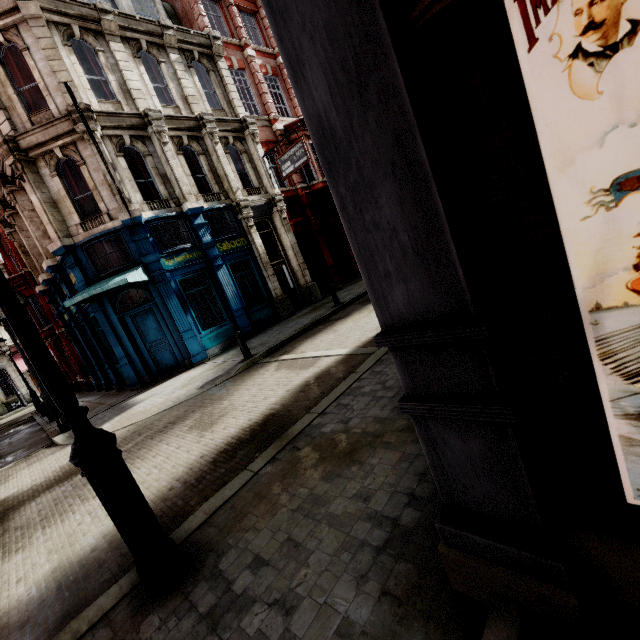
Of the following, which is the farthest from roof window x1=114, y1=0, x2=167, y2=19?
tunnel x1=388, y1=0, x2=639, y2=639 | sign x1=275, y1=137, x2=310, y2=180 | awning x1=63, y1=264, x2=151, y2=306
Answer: tunnel x1=388, y1=0, x2=639, y2=639

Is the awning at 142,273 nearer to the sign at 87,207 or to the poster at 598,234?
the sign at 87,207

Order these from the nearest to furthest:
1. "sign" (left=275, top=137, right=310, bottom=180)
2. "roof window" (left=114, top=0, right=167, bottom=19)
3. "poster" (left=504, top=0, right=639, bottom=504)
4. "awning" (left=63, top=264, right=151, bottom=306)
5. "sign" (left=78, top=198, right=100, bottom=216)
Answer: "poster" (left=504, top=0, right=639, bottom=504) → "awning" (left=63, top=264, right=151, bottom=306) → "sign" (left=78, top=198, right=100, bottom=216) → "roof window" (left=114, top=0, right=167, bottom=19) → "sign" (left=275, top=137, right=310, bottom=180)

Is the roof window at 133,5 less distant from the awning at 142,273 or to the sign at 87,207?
the sign at 87,207

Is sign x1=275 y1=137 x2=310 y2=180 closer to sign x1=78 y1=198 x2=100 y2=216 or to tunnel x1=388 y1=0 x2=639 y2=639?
sign x1=78 y1=198 x2=100 y2=216

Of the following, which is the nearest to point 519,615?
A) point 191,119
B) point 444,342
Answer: point 444,342

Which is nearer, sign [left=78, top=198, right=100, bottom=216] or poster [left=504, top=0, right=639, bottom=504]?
poster [left=504, top=0, right=639, bottom=504]

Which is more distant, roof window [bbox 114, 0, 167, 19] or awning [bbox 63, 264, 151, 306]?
roof window [bbox 114, 0, 167, 19]
